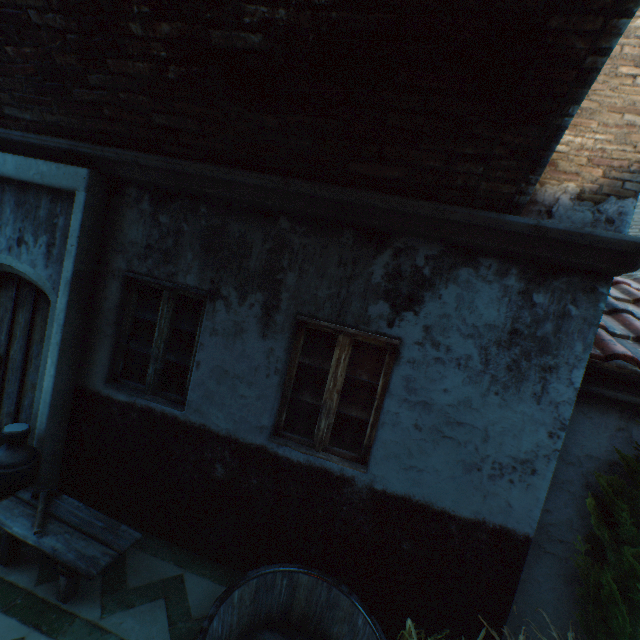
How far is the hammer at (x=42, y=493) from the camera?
2.8m

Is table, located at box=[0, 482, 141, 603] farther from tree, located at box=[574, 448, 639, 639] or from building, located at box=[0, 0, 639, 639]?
tree, located at box=[574, 448, 639, 639]

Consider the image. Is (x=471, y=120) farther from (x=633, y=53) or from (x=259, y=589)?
(x=259, y=589)

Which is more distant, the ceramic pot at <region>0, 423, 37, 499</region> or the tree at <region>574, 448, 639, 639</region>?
the ceramic pot at <region>0, 423, 37, 499</region>

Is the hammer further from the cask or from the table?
the cask

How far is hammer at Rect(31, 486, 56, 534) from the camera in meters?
2.8 m

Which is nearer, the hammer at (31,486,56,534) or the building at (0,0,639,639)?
the building at (0,0,639,639)

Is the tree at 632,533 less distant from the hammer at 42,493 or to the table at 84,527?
the table at 84,527
